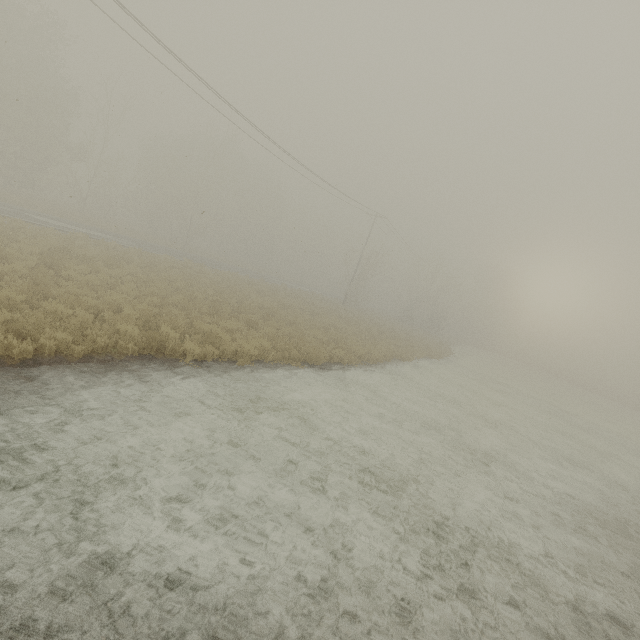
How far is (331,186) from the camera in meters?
29.8 m
